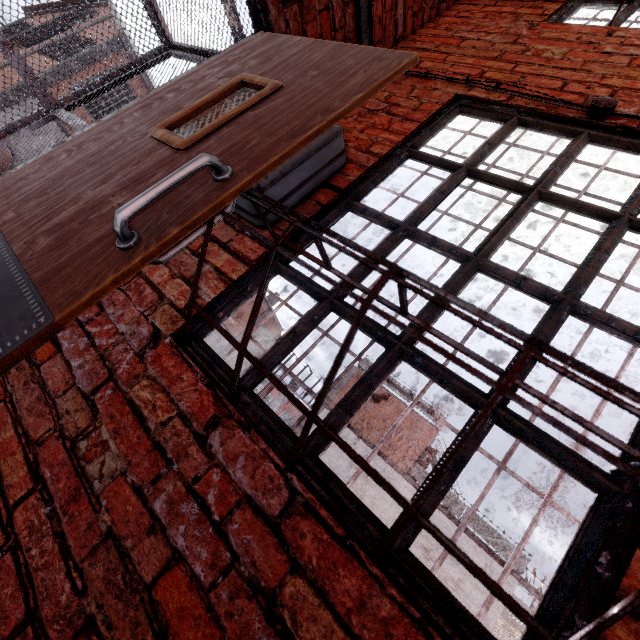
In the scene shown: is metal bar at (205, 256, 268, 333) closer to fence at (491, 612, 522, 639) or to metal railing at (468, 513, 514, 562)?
metal railing at (468, 513, 514, 562)

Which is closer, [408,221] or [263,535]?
[263,535]

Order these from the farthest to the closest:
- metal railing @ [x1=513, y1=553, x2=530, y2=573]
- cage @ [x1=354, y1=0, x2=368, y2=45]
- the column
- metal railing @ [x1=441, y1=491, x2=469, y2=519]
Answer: the column < metal railing @ [x1=441, y1=491, x2=469, y2=519] < metal railing @ [x1=513, y1=553, x2=530, y2=573] < cage @ [x1=354, y1=0, x2=368, y2=45]

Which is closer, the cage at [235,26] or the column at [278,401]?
the cage at [235,26]

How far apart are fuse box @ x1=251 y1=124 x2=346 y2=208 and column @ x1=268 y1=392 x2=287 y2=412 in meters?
30.4 m

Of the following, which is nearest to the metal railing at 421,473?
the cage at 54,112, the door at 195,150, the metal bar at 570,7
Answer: the cage at 54,112

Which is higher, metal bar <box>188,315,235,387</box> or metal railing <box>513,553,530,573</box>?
metal railing <box>513,553,530,573</box>
